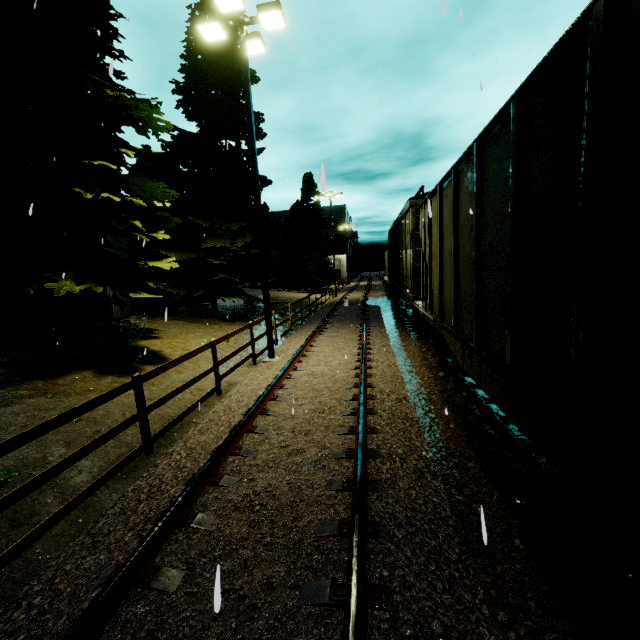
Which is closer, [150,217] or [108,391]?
[108,391]

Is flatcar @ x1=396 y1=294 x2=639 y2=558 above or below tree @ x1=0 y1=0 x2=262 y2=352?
below

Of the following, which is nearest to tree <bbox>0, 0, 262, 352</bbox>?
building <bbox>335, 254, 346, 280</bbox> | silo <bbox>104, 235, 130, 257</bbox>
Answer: silo <bbox>104, 235, 130, 257</bbox>

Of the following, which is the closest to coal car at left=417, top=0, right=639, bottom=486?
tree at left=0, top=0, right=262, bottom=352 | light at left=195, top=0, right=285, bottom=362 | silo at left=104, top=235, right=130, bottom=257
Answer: light at left=195, top=0, right=285, bottom=362

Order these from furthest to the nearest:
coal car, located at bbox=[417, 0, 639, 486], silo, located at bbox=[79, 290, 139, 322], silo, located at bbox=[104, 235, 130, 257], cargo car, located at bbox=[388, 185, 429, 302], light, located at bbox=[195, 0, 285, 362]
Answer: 1. silo, located at bbox=[104, 235, 130, 257]
2. silo, located at bbox=[79, 290, 139, 322]
3. cargo car, located at bbox=[388, 185, 429, 302]
4. light, located at bbox=[195, 0, 285, 362]
5. coal car, located at bbox=[417, 0, 639, 486]

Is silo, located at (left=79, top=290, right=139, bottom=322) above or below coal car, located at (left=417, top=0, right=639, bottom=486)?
below

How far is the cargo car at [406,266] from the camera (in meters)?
10.66

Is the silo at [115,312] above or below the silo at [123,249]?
below
